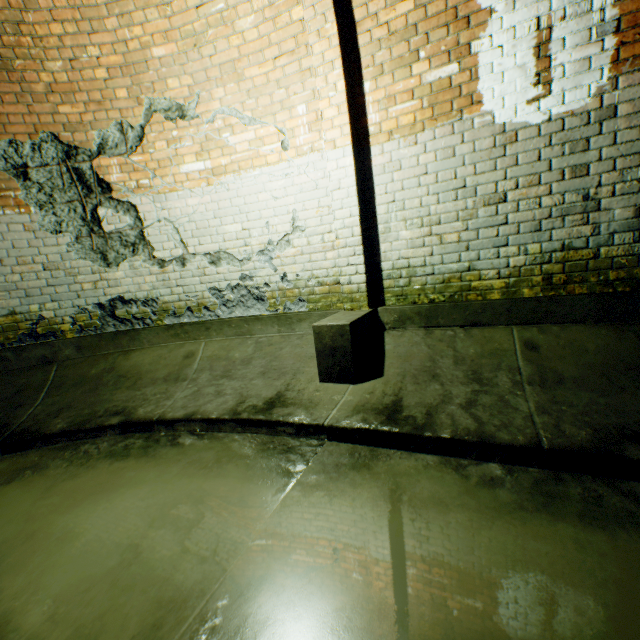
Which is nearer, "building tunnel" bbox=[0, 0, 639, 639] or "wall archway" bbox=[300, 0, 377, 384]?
"building tunnel" bbox=[0, 0, 639, 639]

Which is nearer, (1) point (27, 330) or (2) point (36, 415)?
(2) point (36, 415)

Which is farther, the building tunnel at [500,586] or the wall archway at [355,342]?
the wall archway at [355,342]
